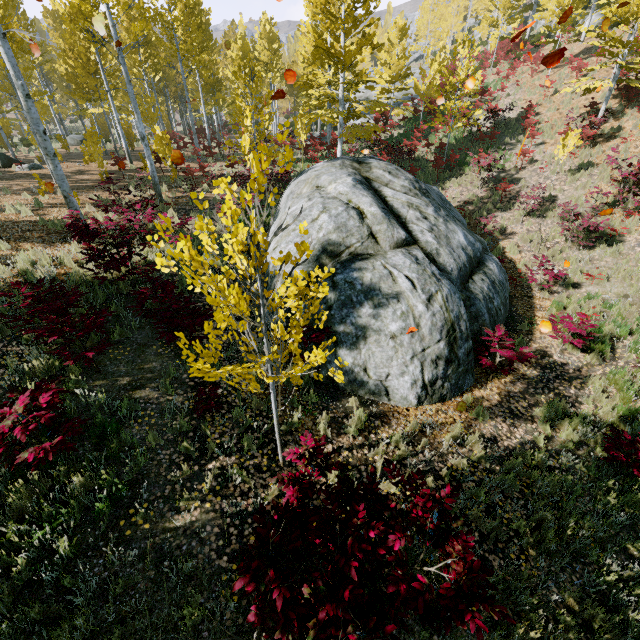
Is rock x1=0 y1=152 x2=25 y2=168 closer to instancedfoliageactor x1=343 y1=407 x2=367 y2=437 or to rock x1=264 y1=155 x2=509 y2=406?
instancedfoliageactor x1=343 y1=407 x2=367 y2=437

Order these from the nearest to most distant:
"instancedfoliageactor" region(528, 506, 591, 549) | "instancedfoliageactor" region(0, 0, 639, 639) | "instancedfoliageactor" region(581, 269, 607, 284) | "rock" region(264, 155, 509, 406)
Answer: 1. "instancedfoliageactor" region(0, 0, 639, 639)
2. "instancedfoliageactor" region(528, 506, 591, 549)
3. "rock" region(264, 155, 509, 406)
4. "instancedfoliageactor" region(581, 269, 607, 284)

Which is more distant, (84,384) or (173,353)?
(173,353)

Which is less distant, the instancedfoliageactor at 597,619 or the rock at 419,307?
the instancedfoliageactor at 597,619

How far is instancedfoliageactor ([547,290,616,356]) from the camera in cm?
733

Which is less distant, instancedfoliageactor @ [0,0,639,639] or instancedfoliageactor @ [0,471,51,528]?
instancedfoliageactor @ [0,0,639,639]

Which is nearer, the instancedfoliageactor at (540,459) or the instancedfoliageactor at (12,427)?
the instancedfoliageactor at (12,427)
